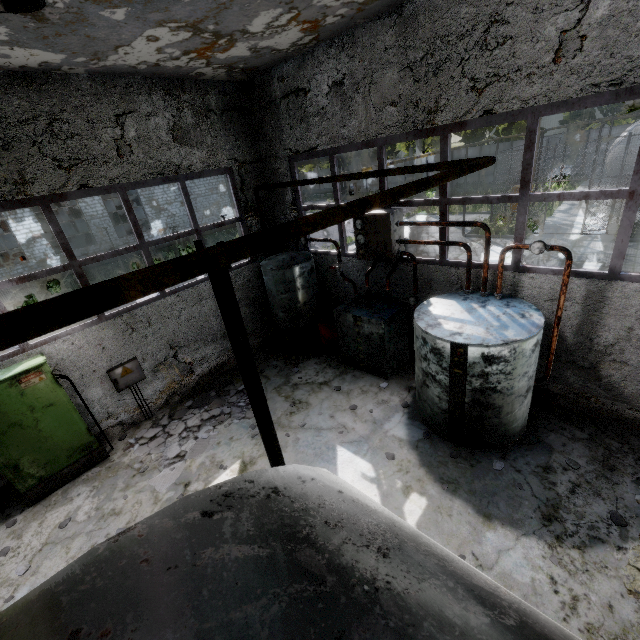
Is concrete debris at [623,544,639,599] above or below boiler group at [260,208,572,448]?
below

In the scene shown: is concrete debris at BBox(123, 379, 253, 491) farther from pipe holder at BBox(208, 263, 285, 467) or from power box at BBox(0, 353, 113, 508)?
pipe holder at BBox(208, 263, 285, 467)

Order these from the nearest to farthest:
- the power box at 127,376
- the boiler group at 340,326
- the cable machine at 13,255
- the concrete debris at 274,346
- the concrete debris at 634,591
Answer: the concrete debris at 634,591 < the boiler group at 340,326 < the power box at 127,376 < the concrete debris at 274,346 < the cable machine at 13,255

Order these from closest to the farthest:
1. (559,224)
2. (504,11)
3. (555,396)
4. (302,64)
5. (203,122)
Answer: (504,11) < (555,396) < (302,64) < (203,122) < (559,224)

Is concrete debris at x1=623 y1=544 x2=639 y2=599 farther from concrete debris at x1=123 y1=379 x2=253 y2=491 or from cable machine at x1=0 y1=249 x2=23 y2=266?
cable machine at x1=0 y1=249 x2=23 y2=266

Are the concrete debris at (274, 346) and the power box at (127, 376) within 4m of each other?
yes

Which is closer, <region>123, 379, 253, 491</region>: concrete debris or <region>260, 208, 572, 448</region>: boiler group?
<region>260, 208, 572, 448</region>: boiler group

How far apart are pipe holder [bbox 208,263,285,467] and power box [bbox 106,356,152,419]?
5.8 meters
